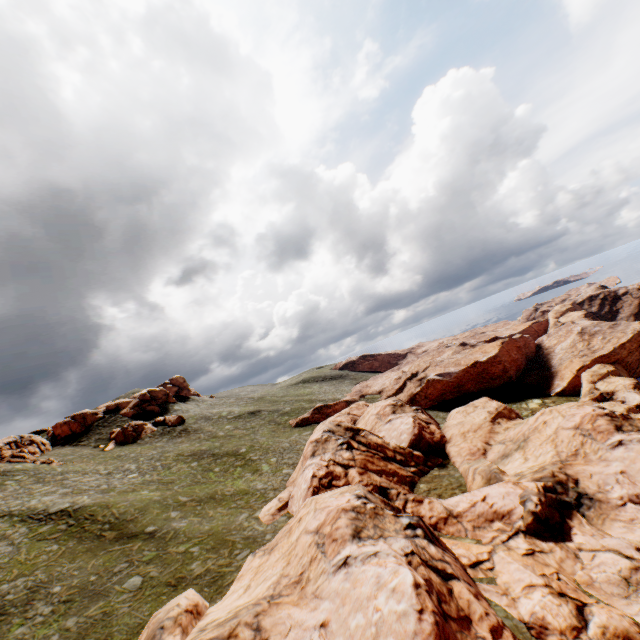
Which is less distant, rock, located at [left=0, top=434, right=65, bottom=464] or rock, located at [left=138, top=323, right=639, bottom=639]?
rock, located at [left=138, top=323, right=639, bottom=639]

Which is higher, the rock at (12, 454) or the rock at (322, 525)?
the rock at (12, 454)

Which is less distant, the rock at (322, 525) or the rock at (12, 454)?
the rock at (322, 525)

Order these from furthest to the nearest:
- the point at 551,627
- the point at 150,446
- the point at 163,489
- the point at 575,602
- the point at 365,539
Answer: the point at 150,446 < the point at 163,489 < the point at 365,539 < the point at 575,602 < the point at 551,627

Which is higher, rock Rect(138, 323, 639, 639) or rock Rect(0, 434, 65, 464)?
rock Rect(0, 434, 65, 464)
